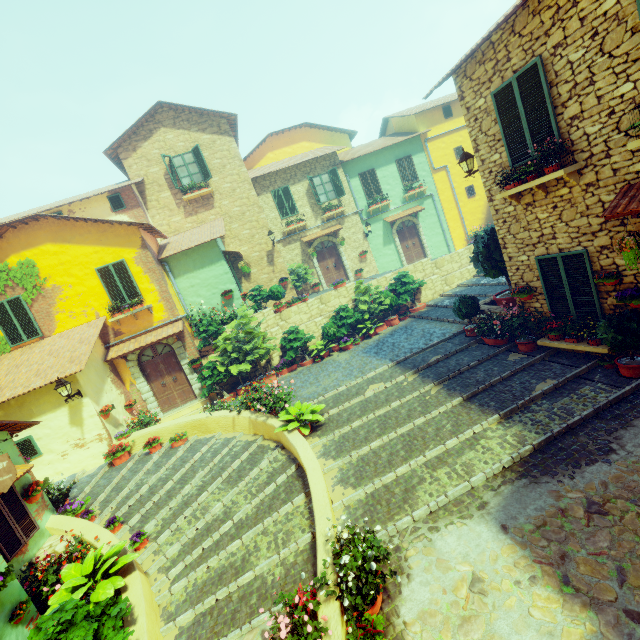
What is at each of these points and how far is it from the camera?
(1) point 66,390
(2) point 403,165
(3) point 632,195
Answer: (1) street light, 9.4m
(2) window, 19.8m
(3) door eaves, 5.3m

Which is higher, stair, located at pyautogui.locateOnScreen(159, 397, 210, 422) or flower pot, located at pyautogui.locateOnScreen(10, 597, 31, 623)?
flower pot, located at pyautogui.locateOnScreen(10, 597, 31, 623)

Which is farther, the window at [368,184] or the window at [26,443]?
the window at [368,184]

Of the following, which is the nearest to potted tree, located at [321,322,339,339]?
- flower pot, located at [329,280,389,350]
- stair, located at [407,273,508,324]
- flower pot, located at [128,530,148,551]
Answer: flower pot, located at [329,280,389,350]

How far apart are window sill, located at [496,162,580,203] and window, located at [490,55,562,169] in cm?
42

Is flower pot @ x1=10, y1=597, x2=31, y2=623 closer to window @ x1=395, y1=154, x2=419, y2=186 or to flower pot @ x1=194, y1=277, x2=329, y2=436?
flower pot @ x1=194, y1=277, x2=329, y2=436

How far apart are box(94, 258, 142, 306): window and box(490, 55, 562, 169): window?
12.7 meters

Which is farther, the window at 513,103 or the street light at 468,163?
the street light at 468,163
